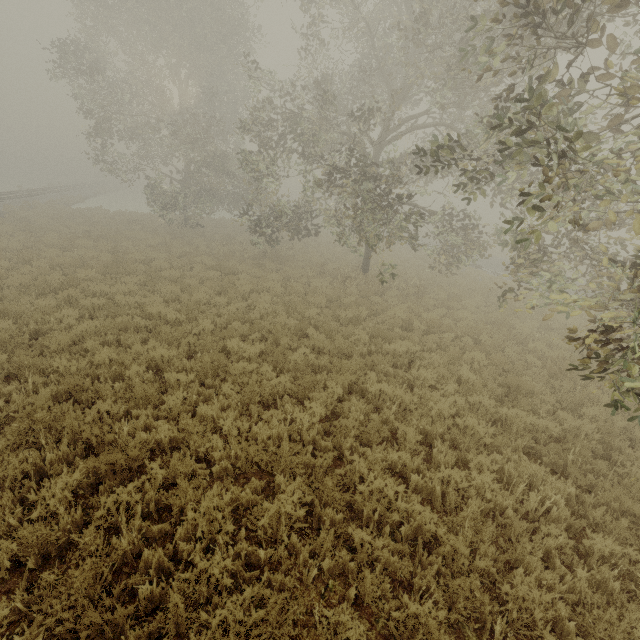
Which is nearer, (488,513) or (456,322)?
(488,513)
